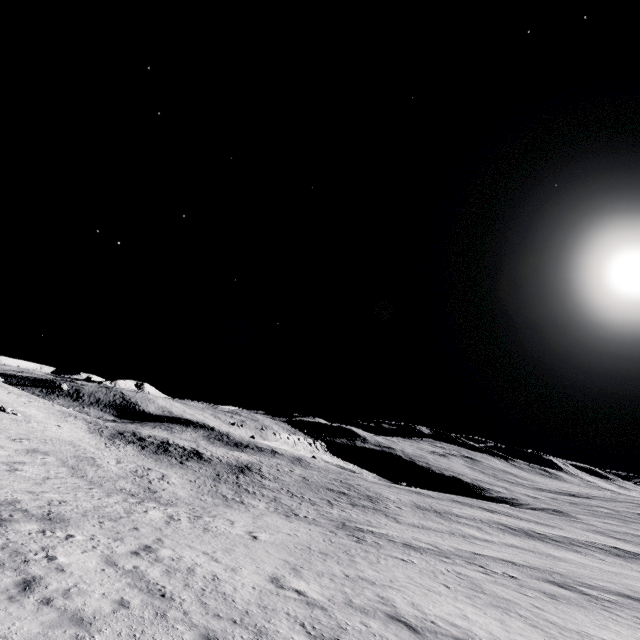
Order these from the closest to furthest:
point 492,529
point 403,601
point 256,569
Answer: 1. point 403,601
2. point 256,569
3. point 492,529
